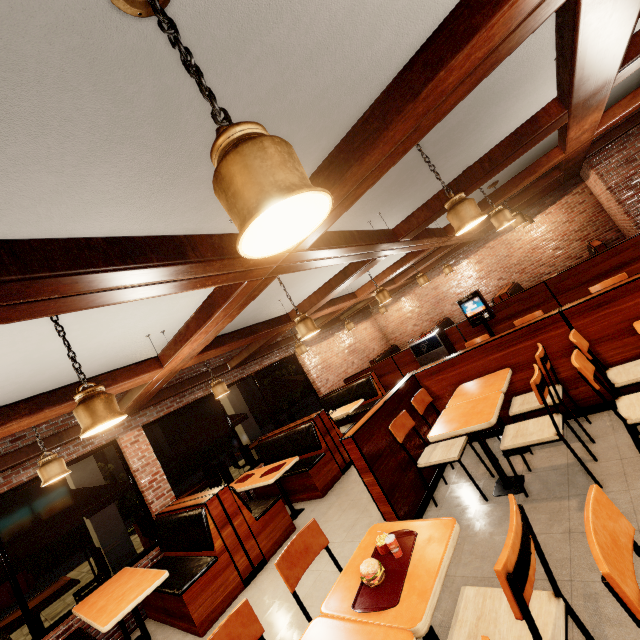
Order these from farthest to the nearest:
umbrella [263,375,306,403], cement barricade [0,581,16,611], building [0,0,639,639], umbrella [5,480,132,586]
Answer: cement barricade [0,581,16,611] < umbrella [263,375,306,403] < umbrella [5,480,132,586] < building [0,0,639,639]

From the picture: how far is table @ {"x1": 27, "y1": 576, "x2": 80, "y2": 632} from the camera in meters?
5.3

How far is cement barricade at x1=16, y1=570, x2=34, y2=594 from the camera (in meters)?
12.49

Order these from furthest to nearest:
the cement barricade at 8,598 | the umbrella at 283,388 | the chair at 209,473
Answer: the cement barricade at 8,598 → the umbrella at 283,388 → the chair at 209,473

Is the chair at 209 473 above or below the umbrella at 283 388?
below

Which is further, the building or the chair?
the chair

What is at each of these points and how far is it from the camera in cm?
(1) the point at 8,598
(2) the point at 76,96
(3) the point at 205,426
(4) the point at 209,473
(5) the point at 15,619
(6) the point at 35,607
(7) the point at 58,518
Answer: (1) cement barricade, 1216
(2) building, 135
(3) umbrella, 779
(4) chair, 927
(5) table, 553
(6) table, 556
(7) umbrella, 528

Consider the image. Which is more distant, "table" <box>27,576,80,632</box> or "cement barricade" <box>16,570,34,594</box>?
"cement barricade" <box>16,570,34,594</box>
